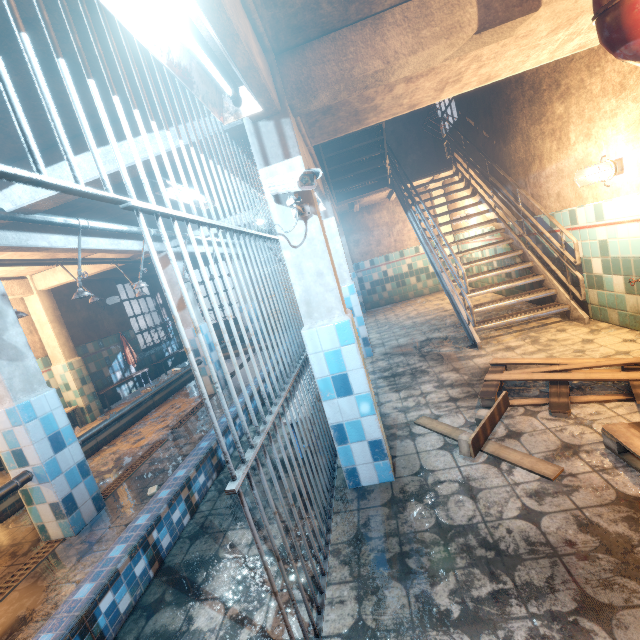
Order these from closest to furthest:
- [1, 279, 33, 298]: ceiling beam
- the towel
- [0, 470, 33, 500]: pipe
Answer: [0, 470, 33, 500]: pipe, [1, 279, 33, 298]: ceiling beam, the towel

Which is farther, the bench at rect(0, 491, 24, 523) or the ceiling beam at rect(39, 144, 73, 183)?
the bench at rect(0, 491, 24, 523)

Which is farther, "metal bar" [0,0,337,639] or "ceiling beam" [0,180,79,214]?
"ceiling beam" [0,180,79,214]

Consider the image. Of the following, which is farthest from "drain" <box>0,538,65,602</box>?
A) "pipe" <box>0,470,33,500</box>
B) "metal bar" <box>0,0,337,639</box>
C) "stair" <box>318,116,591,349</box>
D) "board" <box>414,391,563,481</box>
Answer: "stair" <box>318,116,591,349</box>

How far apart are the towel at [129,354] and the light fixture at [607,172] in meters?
9.1

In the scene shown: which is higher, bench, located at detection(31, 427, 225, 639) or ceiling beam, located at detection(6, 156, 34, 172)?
ceiling beam, located at detection(6, 156, 34, 172)

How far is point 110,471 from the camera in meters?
3.9 m

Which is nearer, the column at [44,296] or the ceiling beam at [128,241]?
the ceiling beam at [128,241]
